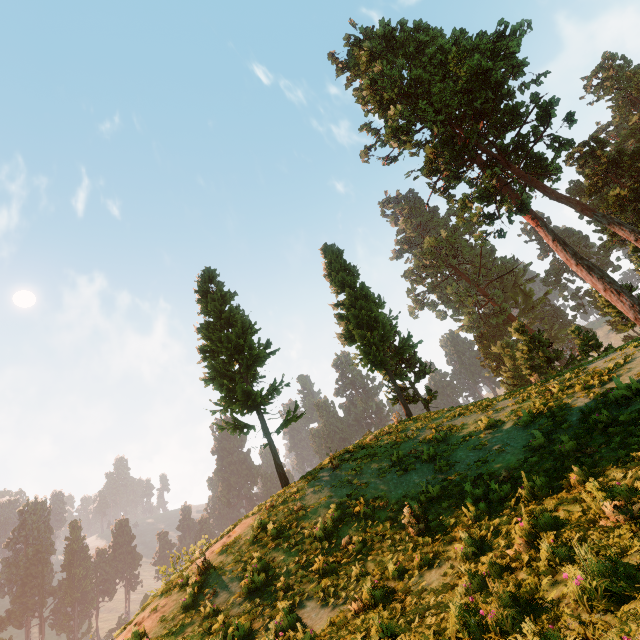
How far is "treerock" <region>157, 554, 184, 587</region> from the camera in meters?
12.2 m

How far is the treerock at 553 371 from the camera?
22.8 meters

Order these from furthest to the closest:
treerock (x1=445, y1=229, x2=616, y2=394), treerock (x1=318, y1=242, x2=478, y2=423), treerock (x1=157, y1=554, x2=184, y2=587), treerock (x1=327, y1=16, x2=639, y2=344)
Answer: treerock (x1=327, y1=16, x2=639, y2=344) → treerock (x1=445, y1=229, x2=616, y2=394) → treerock (x1=318, y1=242, x2=478, y2=423) → treerock (x1=157, y1=554, x2=184, y2=587)

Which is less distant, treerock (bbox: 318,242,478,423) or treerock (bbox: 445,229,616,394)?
treerock (bbox: 318,242,478,423)

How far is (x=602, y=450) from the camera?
6.8m
